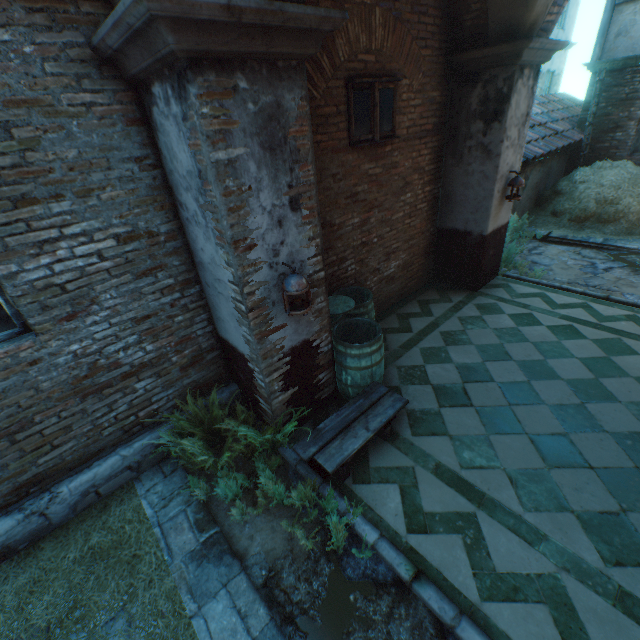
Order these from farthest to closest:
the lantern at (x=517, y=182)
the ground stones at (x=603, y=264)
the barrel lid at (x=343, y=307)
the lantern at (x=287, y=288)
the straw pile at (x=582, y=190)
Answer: the straw pile at (x=582, y=190)
the ground stones at (x=603, y=264)
the lantern at (x=517, y=182)
the barrel lid at (x=343, y=307)
the lantern at (x=287, y=288)

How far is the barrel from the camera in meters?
3.9 m

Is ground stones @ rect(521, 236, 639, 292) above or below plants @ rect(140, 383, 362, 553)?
below

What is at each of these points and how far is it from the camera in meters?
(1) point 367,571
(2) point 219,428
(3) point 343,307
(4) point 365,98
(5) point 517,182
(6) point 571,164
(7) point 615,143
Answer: (1) ground stones, 2.8 m
(2) plants, 3.9 m
(3) barrel lid, 4.6 m
(4) window, 4.3 m
(5) lantern, 5.6 m
(6) building, 10.7 m
(7) building, 9.8 m

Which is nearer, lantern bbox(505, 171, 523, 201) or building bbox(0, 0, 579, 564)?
building bbox(0, 0, 579, 564)

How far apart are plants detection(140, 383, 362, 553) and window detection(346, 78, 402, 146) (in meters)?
3.47

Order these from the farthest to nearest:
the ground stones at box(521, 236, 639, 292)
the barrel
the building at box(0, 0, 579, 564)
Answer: the ground stones at box(521, 236, 639, 292)
the barrel
the building at box(0, 0, 579, 564)

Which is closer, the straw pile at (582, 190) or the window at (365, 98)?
the window at (365, 98)
